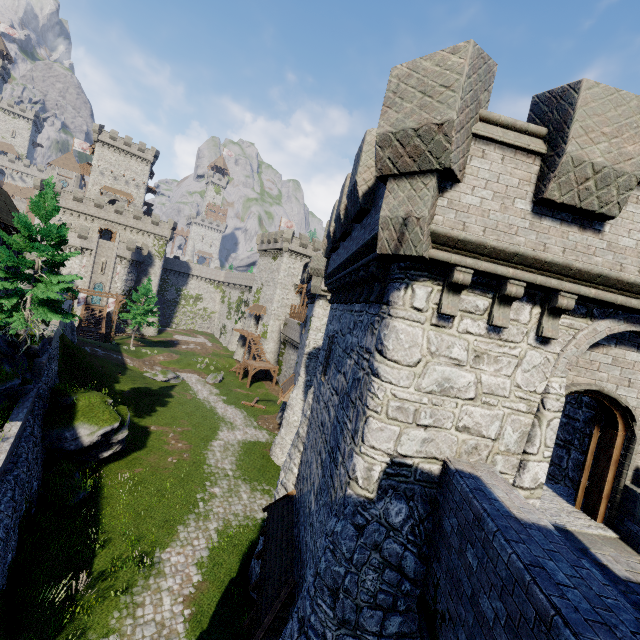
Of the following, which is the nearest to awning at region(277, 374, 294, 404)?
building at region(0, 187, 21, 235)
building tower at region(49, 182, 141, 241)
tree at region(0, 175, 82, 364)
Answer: tree at region(0, 175, 82, 364)

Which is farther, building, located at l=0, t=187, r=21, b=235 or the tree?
building, located at l=0, t=187, r=21, b=235

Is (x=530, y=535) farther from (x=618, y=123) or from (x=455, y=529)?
(x=618, y=123)

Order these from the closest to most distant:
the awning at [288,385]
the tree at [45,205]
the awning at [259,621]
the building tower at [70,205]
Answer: the awning at [259,621]
the tree at [45,205]
the awning at [288,385]
the building tower at [70,205]

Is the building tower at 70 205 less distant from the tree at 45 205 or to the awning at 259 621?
the tree at 45 205

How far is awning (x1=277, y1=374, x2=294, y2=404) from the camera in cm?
2743

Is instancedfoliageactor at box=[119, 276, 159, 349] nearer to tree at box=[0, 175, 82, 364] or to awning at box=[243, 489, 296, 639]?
tree at box=[0, 175, 82, 364]

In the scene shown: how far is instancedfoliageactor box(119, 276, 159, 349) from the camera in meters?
48.4
